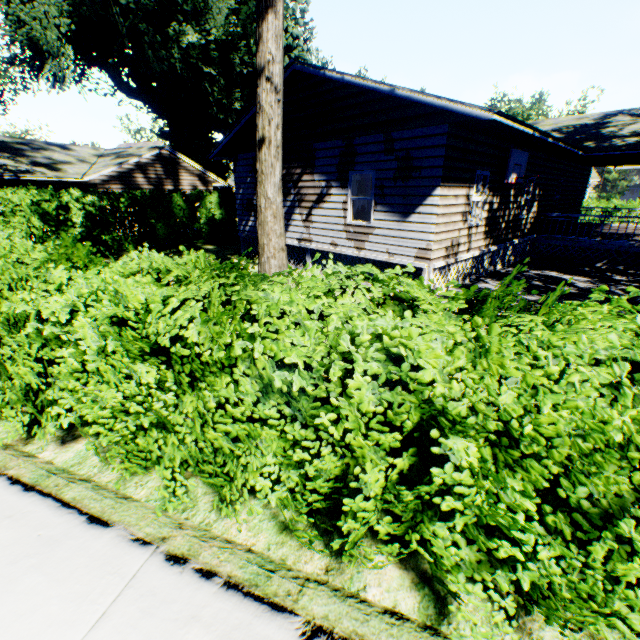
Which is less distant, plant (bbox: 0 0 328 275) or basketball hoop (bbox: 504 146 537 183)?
plant (bbox: 0 0 328 275)

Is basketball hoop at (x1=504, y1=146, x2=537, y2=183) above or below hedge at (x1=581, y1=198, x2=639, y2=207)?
above

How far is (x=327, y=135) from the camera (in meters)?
10.38

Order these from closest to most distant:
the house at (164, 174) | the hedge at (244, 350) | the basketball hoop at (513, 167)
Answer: the hedge at (244, 350)
the basketball hoop at (513, 167)
the house at (164, 174)

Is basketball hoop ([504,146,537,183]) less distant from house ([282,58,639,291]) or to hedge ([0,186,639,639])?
house ([282,58,639,291])

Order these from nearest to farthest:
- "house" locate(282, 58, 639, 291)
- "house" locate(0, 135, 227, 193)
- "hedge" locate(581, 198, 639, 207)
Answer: "house" locate(282, 58, 639, 291) < "house" locate(0, 135, 227, 193) < "hedge" locate(581, 198, 639, 207)

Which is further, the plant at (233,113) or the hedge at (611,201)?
the hedge at (611,201)
